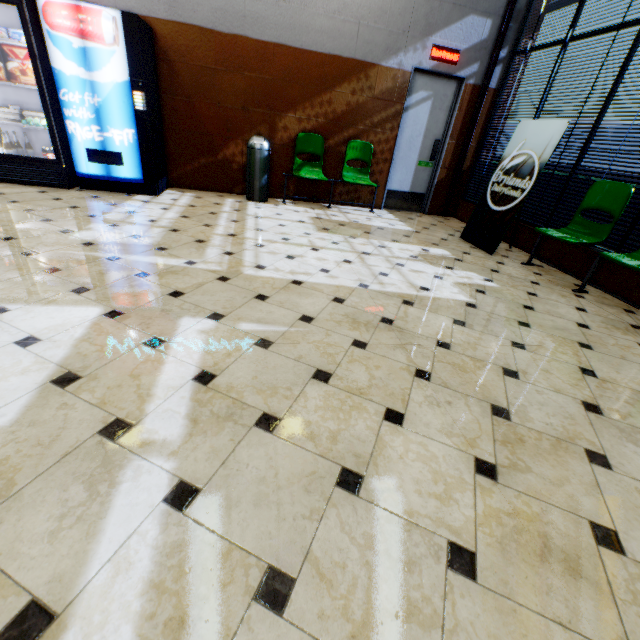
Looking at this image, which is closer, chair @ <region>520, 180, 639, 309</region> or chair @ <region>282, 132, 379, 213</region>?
chair @ <region>520, 180, 639, 309</region>

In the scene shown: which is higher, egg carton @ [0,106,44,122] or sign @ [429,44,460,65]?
sign @ [429,44,460,65]

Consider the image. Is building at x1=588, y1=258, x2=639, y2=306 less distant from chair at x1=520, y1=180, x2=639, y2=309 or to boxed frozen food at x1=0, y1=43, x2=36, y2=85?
chair at x1=520, y1=180, x2=639, y2=309

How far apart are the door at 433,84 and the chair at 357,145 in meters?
0.6 m

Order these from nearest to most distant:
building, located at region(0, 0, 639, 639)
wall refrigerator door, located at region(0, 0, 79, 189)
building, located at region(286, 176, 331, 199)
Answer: building, located at region(0, 0, 639, 639)
wall refrigerator door, located at region(0, 0, 79, 189)
building, located at region(286, 176, 331, 199)

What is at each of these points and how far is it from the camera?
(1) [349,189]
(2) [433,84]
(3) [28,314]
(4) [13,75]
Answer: (1) building, 6.1 meters
(2) door, 5.5 meters
(3) building, 1.9 meters
(4) boxed frozen food, 4.0 meters

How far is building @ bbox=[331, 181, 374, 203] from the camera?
6.1 meters

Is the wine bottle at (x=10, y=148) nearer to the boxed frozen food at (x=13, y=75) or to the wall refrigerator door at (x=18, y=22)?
the wall refrigerator door at (x=18, y=22)
